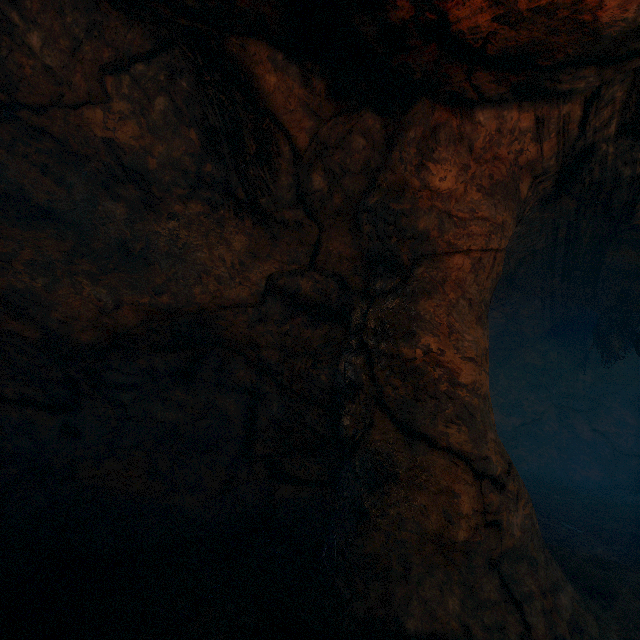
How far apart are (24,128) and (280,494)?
5.18m
